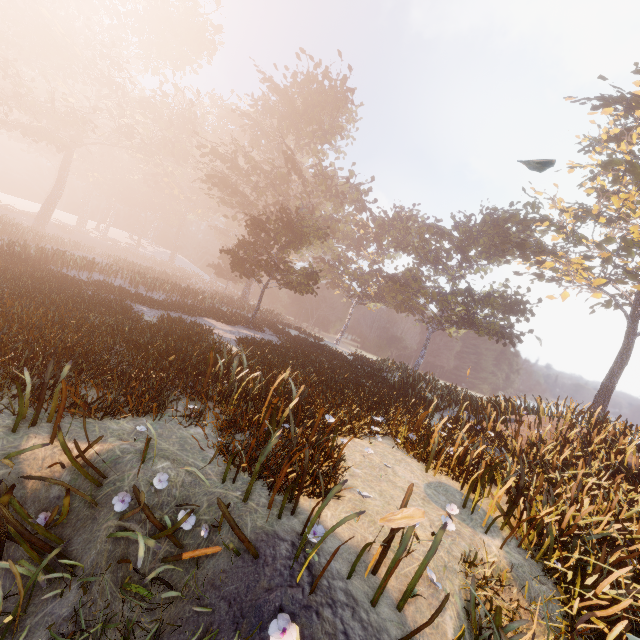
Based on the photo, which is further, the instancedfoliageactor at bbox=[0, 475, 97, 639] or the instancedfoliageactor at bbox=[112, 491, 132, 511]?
the instancedfoliageactor at bbox=[112, 491, 132, 511]

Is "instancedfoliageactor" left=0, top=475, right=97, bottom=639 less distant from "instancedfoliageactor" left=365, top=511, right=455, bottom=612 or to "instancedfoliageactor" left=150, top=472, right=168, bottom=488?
"instancedfoliageactor" left=150, top=472, right=168, bottom=488

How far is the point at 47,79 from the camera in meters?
36.2 m

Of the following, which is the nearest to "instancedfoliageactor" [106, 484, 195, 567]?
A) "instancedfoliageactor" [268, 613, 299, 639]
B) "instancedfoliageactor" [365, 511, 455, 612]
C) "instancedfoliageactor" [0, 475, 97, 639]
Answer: "instancedfoliageactor" [0, 475, 97, 639]

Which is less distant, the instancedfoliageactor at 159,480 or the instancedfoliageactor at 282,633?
the instancedfoliageactor at 282,633

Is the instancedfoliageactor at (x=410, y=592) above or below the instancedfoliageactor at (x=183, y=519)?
above

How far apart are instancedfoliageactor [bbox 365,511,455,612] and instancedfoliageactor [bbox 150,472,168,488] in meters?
2.7 m

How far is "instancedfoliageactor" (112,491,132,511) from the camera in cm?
368
